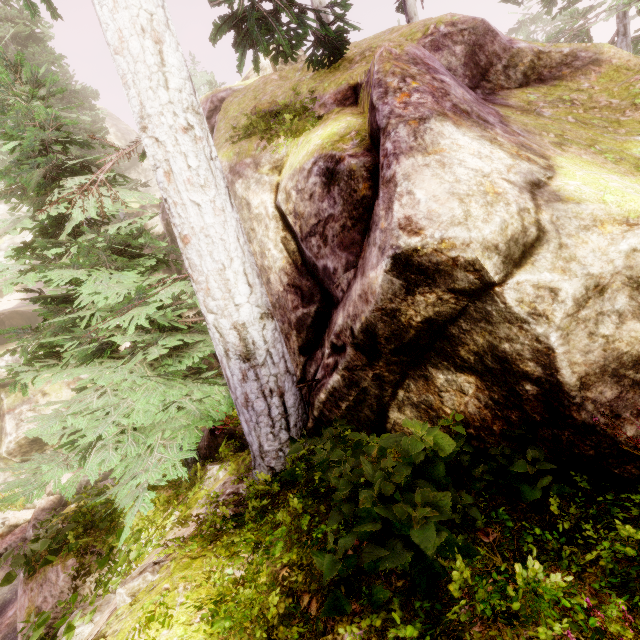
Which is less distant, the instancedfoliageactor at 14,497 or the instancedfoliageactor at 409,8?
the instancedfoliageactor at 14,497

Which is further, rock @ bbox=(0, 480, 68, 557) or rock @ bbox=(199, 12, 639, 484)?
rock @ bbox=(0, 480, 68, 557)

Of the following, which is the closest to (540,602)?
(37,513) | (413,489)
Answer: (413,489)

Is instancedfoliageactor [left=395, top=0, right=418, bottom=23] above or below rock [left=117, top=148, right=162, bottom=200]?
below

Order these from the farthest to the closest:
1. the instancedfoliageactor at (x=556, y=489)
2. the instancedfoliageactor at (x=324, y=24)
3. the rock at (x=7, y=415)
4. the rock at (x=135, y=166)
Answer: the rock at (x=135, y=166), the rock at (x=7, y=415), the instancedfoliageactor at (x=324, y=24), the instancedfoliageactor at (x=556, y=489)

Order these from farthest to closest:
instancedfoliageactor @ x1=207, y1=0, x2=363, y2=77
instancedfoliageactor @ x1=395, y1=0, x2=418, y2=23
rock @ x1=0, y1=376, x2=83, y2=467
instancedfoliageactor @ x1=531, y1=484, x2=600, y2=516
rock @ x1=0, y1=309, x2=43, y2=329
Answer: rock @ x1=0, y1=309, x2=43, y2=329
rock @ x1=0, y1=376, x2=83, y2=467
instancedfoliageactor @ x1=395, y1=0, x2=418, y2=23
instancedfoliageactor @ x1=207, y1=0, x2=363, y2=77
instancedfoliageactor @ x1=531, y1=484, x2=600, y2=516

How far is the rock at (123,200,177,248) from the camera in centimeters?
1703cm
